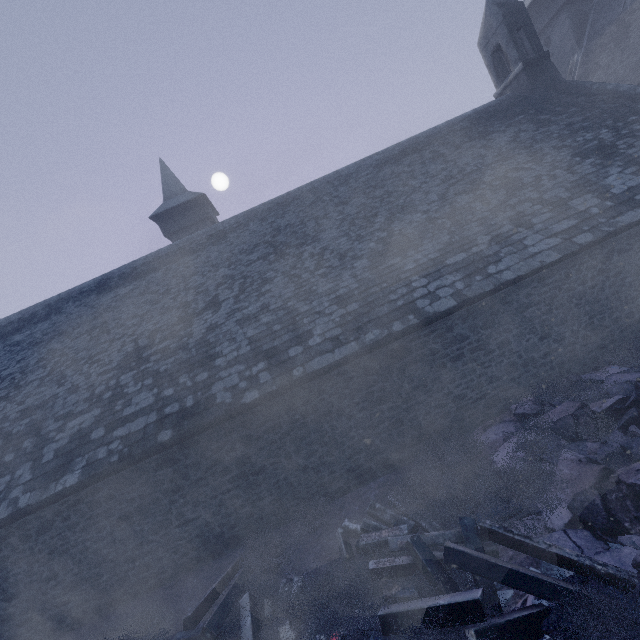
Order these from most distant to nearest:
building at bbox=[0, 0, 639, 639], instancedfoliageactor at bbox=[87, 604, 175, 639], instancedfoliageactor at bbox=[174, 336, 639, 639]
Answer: building at bbox=[0, 0, 639, 639], instancedfoliageactor at bbox=[87, 604, 175, 639], instancedfoliageactor at bbox=[174, 336, 639, 639]

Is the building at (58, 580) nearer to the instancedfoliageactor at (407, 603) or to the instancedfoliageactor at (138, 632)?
the instancedfoliageactor at (407, 603)

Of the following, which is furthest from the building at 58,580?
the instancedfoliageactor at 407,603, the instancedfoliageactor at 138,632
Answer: the instancedfoliageactor at 138,632

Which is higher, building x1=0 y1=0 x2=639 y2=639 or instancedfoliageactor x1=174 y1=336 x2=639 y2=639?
building x1=0 y1=0 x2=639 y2=639

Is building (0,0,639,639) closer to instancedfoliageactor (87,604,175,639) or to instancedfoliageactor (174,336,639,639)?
instancedfoliageactor (174,336,639,639)

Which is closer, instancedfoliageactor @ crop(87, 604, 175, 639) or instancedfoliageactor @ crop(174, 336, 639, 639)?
instancedfoliageactor @ crop(174, 336, 639, 639)

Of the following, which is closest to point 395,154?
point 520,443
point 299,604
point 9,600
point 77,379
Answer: point 520,443

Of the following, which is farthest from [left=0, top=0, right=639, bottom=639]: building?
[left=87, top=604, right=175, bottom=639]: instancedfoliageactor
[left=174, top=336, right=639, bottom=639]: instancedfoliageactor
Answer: [left=87, top=604, right=175, bottom=639]: instancedfoliageactor
